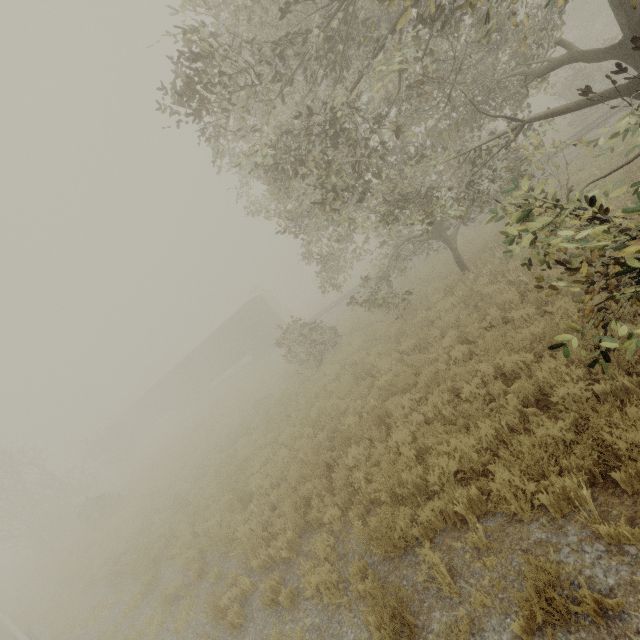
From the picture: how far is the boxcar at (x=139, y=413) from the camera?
29.3m

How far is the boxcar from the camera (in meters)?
29.30

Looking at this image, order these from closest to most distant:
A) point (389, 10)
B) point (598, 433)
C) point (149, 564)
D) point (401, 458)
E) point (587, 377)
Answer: point (598, 433) → point (587, 377) → point (401, 458) → point (389, 10) → point (149, 564)
